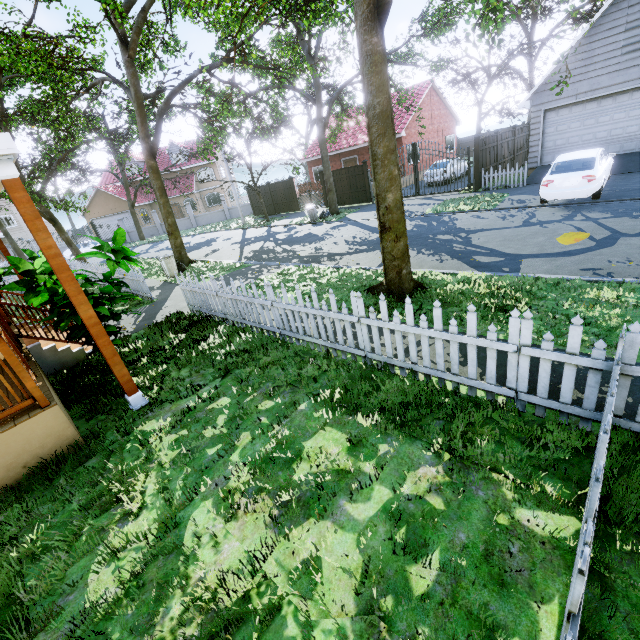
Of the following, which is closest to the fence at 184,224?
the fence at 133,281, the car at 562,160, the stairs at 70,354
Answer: the fence at 133,281

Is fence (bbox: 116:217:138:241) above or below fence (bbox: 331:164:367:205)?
above

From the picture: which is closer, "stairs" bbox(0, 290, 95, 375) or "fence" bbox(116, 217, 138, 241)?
"stairs" bbox(0, 290, 95, 375)

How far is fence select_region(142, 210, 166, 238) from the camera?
33.33m

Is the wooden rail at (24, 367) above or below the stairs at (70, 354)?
above

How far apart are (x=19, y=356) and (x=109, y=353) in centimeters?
145cm

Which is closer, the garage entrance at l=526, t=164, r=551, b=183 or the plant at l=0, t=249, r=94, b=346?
the plant at l=0, t=249, r=94, b=346

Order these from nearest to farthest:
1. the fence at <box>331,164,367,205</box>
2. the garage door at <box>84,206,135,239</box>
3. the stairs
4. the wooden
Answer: the wooden → the stairs → the fence at <box>331,164,367,205</box> → the garage door at <box>84,206,135,239</box>
